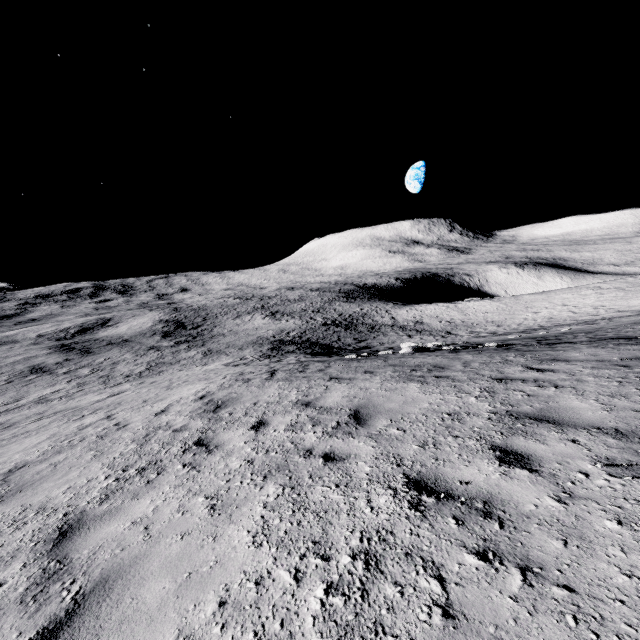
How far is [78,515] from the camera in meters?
4.0 m
